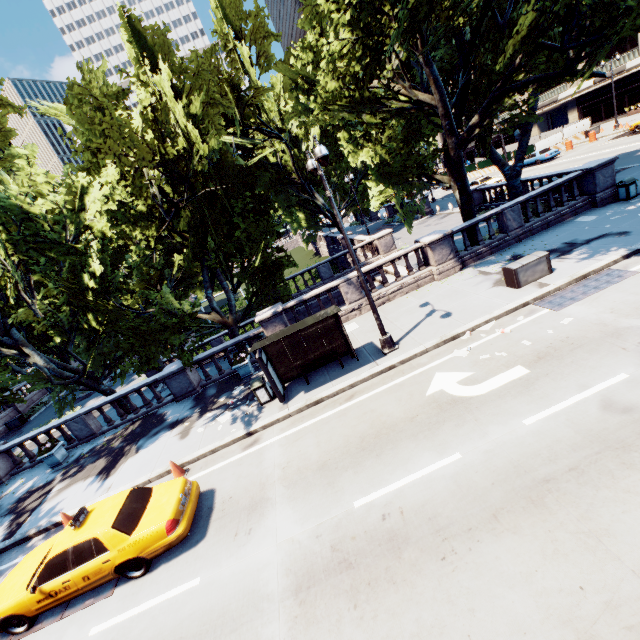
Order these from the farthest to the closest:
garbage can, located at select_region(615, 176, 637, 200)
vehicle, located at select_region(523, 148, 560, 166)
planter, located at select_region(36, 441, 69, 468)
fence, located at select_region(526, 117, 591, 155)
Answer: fence, located at select_region(526, 117, 591, 155), vehicle, located at select_region(523, 148, 560, 166), garbage can, located at select_region(615, 176, 637, 200), planter, located at select_region(36, 441, 69, 468)

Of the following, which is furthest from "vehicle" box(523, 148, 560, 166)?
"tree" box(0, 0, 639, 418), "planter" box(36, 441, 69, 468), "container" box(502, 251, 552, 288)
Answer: "planter" box(36, 441, 69, 468)

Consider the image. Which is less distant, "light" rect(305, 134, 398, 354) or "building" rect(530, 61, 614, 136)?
"light" rect(305, 134, 398, 354)

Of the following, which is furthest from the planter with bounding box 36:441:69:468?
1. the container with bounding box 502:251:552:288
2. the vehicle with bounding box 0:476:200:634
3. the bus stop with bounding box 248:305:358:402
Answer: the container with bounding box 502:251:552:288

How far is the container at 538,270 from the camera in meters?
12.1

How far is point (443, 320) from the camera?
12.5m

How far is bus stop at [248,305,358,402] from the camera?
11.2 meters

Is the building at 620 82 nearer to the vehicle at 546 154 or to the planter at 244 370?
the vehicle at 546 154
